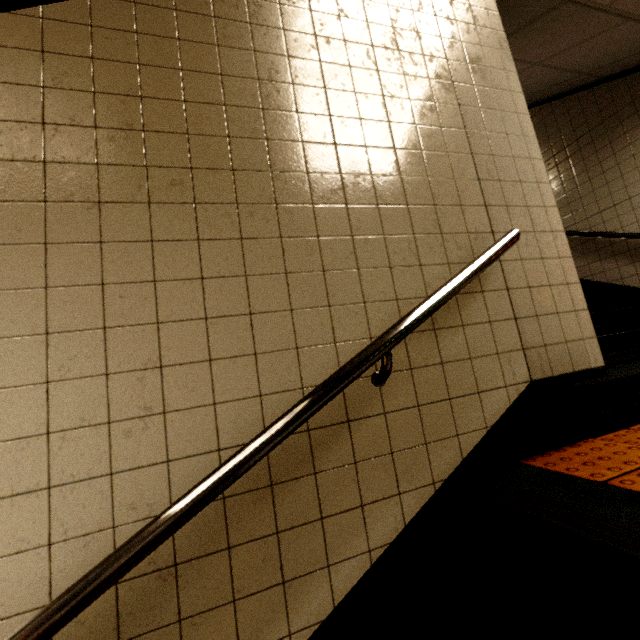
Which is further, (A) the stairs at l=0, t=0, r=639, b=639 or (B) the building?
(B) the building

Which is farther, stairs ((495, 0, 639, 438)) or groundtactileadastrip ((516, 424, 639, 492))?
stairs ((495, 0, 639, 438))

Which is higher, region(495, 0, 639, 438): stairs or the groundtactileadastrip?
region(495, 0, 639, 438): stairs

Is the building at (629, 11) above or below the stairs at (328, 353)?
above

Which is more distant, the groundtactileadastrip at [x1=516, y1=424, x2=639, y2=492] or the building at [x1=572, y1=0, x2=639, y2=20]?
the building at [x1=572, y1=0, x2=639, y2=20]

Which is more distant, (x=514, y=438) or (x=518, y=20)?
(x=518, y=20)

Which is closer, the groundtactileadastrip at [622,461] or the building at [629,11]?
the groundtactileadastrip at [622,461]

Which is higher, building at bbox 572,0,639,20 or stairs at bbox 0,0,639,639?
building at bbox 572,0,639,20
